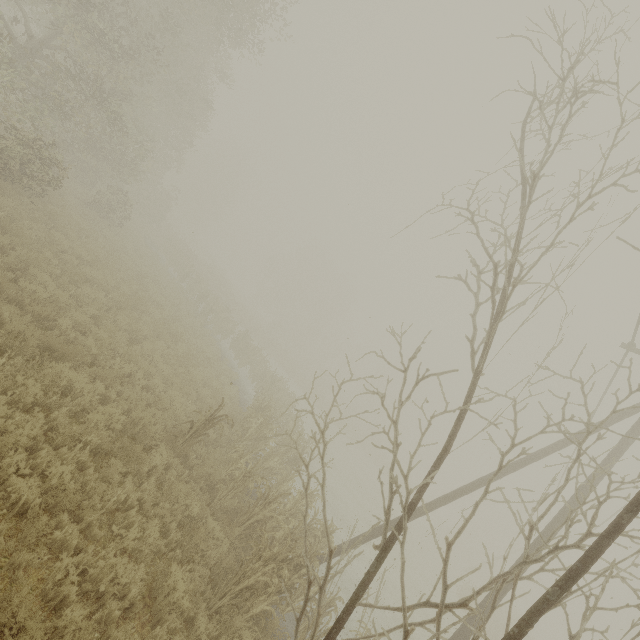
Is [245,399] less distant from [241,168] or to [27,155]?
[27,155]

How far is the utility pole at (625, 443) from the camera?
8.3 meters

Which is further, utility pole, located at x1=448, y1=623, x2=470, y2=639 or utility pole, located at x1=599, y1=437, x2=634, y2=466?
utility pole, located at x1=599, y1=437, x2=634, y2=466

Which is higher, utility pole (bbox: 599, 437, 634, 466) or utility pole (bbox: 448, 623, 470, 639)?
utility pole (bbox: 599, 437, 634, 466)

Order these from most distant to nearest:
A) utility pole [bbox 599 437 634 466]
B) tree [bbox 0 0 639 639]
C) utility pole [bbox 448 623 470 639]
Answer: utility pole [bbox 599 437 634 466] < utility pole [bbox 448 623 470 639] < tree [bbox 0 0 639 639]

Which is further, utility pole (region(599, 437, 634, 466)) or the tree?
utility pole (region(599, 437, 634, 466))

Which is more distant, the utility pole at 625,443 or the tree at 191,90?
the utility pole at 625,443
